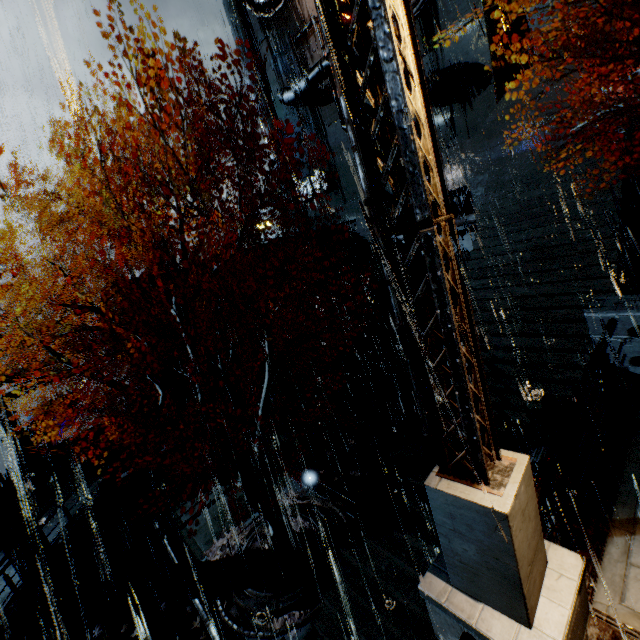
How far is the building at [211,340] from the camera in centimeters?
1836cm

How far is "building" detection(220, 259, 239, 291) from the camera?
19.1m

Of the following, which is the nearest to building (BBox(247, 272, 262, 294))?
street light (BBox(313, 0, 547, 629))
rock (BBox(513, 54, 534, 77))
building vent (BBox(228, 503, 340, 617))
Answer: street light (BBox(313, 0, 547, 629))

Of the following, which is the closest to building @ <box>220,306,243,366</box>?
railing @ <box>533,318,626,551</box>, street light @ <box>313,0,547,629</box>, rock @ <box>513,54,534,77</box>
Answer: street light @ <box>313,0,547,629</box>

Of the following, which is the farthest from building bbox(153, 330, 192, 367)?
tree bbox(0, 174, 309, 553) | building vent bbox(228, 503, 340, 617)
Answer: building vent bbox(228, 503, 340, 617)

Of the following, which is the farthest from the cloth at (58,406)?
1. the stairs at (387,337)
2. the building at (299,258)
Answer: the building at (299,258)

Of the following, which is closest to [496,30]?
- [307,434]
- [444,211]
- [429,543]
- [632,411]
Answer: [632,411]

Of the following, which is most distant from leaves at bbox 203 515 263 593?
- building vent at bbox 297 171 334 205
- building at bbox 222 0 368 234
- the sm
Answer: building vent at bbox 297 171 334 205
